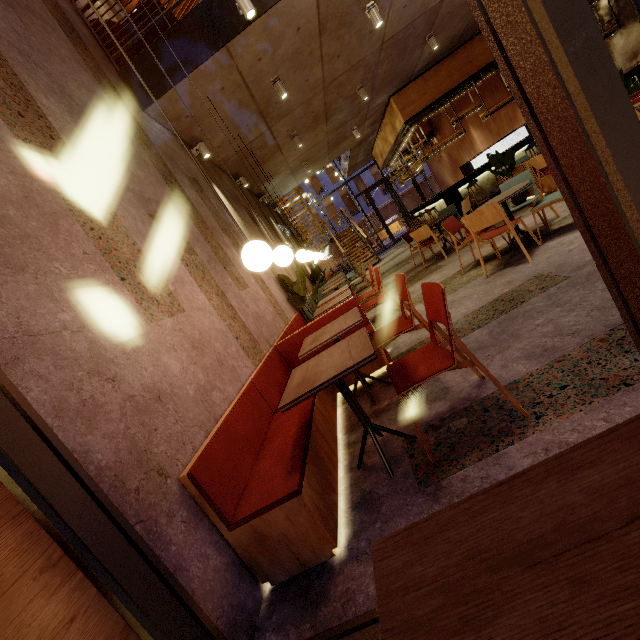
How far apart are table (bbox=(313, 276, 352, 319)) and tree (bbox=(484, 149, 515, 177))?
4.7 meters

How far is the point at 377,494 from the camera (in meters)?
1.91

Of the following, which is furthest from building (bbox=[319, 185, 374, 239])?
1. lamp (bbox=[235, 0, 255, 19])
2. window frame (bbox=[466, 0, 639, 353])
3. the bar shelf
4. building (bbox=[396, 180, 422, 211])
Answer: lamp (bbox=[235, 0, 255, 19])

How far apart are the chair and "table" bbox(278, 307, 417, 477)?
0.6 meters

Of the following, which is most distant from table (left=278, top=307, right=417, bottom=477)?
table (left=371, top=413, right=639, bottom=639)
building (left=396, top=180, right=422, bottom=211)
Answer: building (left=396, top=180, right=422, bottom=211)

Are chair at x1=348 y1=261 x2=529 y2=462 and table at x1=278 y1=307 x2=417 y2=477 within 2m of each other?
yes

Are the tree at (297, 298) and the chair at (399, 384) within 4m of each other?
yes

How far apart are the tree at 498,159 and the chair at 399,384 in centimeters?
596cm
